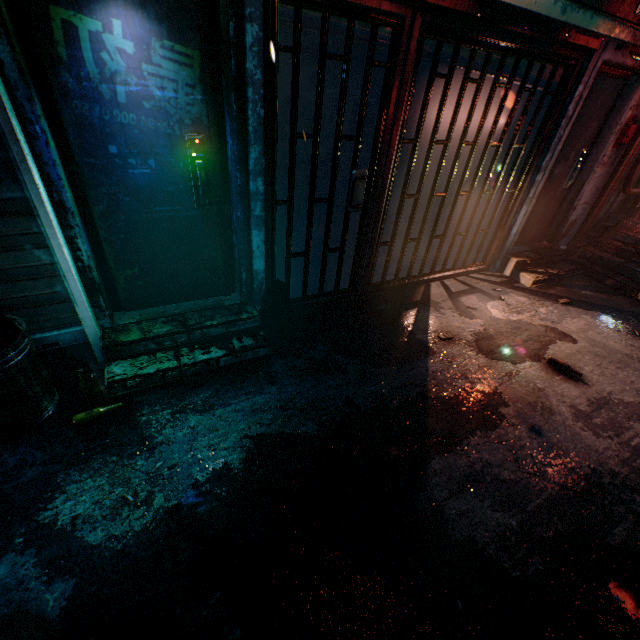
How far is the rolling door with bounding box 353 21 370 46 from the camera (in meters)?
2.22

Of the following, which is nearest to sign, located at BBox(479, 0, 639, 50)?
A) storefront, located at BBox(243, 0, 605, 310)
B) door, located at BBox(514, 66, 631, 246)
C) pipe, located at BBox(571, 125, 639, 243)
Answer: storefront, located at BBox(243, 0, 605, 310)

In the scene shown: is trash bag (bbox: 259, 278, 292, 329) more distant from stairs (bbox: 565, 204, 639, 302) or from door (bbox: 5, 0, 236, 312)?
stairs (bbox: 565, 204, 639, 302)

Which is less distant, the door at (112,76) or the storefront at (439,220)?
the door at (112,76)

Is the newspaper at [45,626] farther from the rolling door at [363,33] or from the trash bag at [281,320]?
the rolling door at [363,33]

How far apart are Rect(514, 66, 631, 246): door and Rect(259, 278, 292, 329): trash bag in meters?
3.4 m

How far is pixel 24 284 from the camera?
2.0 meters

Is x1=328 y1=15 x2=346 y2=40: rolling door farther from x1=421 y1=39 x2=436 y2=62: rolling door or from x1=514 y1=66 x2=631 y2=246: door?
x1=514 y1=66 x2=631 y2=246: door
